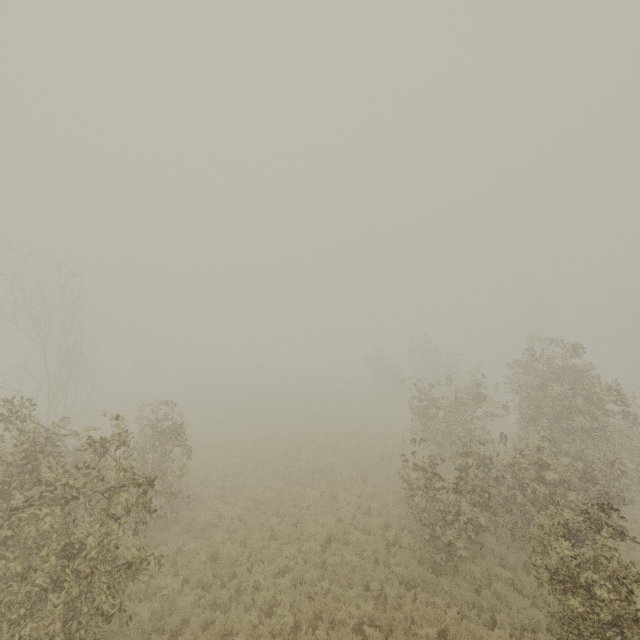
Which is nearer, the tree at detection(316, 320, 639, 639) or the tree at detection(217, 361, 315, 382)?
the tree at detection(316, 320, 639, 639)

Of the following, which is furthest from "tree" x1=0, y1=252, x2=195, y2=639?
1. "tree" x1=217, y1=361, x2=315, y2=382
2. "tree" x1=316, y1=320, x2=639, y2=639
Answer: "tree" x1=316, y1=320, x2=639, y2=639

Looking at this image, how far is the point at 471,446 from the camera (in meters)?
12.02

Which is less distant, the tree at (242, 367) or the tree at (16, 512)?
the tree at (16, 512)

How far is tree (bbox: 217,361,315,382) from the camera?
48.16m

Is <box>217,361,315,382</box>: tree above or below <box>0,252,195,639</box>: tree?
below

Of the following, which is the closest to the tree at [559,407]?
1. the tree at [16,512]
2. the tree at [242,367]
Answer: the tree at [16,512]
